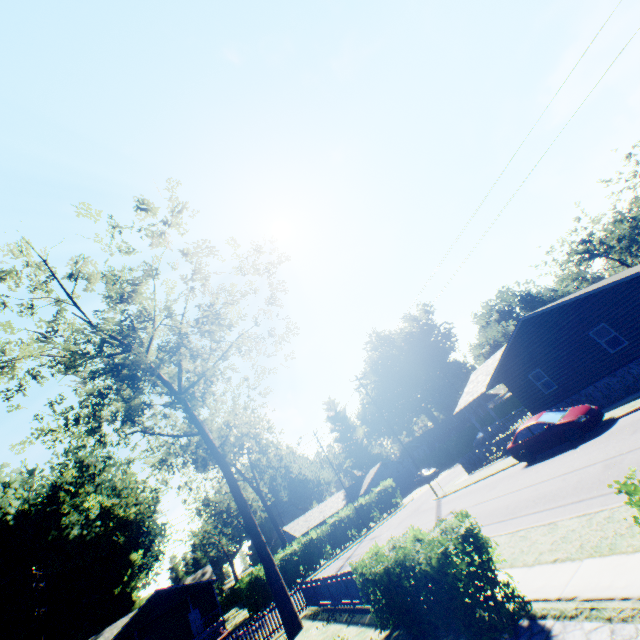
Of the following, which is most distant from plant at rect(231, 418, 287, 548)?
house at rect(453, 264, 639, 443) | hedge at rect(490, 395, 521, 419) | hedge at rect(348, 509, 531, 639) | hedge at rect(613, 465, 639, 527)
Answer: hedge at rect(613, 465, 639, 527)

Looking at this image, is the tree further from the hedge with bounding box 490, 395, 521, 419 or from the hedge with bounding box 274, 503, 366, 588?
the hedge with bounding box 490, 395, 521, 419

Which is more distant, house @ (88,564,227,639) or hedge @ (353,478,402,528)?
hedge @ (353,478,402,528)

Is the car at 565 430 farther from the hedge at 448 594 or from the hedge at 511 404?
the hedge at 511 404

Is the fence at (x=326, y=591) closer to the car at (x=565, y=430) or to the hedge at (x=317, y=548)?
the car at (x=565, y=430)

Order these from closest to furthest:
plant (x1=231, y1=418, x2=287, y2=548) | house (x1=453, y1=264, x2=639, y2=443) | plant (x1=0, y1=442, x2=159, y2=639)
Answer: house (x1=453, y1=264, x2=639, y2=443) → plant (x1=0, y1=442, x2=159, y2=639) → plant (x1=231, y1=418, x2=287, y2=548)

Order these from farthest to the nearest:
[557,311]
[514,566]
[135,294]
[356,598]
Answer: [557,311] → [135,294] → [356,598] → [514,566]

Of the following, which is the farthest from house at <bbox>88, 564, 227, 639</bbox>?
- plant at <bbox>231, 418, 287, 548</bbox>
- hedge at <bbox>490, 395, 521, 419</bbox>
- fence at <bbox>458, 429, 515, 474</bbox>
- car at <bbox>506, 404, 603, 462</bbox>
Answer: hedge at <bbox>490, 395, 521, 419</bbox>
